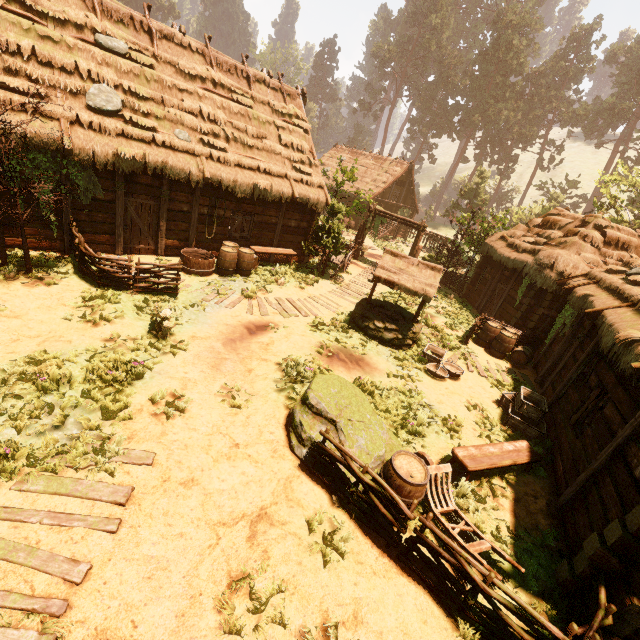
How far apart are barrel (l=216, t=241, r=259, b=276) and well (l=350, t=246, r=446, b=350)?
3.81m

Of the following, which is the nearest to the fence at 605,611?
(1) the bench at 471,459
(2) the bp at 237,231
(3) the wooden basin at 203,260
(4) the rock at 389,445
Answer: (4) the rock at 389,445

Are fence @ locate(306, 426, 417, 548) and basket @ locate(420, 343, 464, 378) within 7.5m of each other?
yes

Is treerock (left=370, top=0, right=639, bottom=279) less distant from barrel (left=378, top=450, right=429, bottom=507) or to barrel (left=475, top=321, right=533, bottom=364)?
barrel (left=378, top=450, right=429, bottom=507)

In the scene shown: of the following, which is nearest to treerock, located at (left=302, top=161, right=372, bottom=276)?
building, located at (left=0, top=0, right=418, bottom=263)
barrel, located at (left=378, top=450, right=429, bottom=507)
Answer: building, located at (left=0, top=0, right=418, bottom=263)

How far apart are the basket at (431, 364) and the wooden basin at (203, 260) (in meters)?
8.16

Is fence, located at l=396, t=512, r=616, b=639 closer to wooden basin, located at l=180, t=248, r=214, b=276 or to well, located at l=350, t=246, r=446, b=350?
well, located at l=350, t=246, r=446, b=350

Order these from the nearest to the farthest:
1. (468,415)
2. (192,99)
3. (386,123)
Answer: (468,415) → (192,99) → (386,123)
